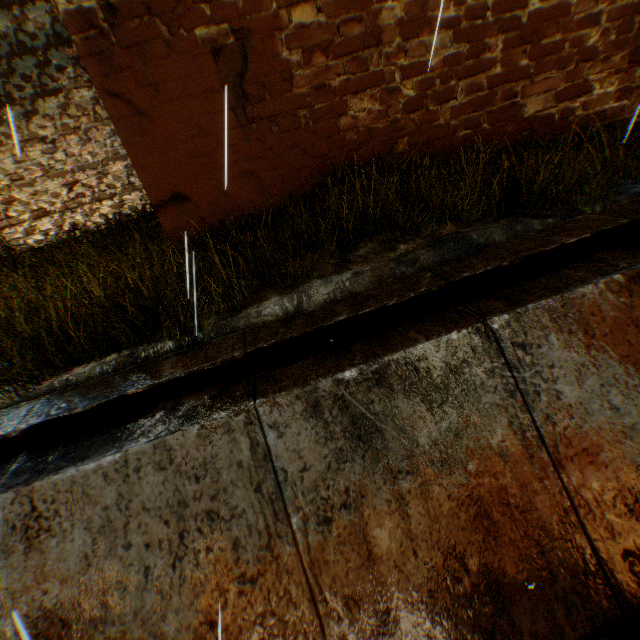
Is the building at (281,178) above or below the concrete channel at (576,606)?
above

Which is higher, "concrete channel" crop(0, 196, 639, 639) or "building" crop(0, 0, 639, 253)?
"building" crop(0, 0, 639, 253)

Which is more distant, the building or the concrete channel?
the building

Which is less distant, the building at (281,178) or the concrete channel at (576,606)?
the concrete channel at (576,606)

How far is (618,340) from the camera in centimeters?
286cm
